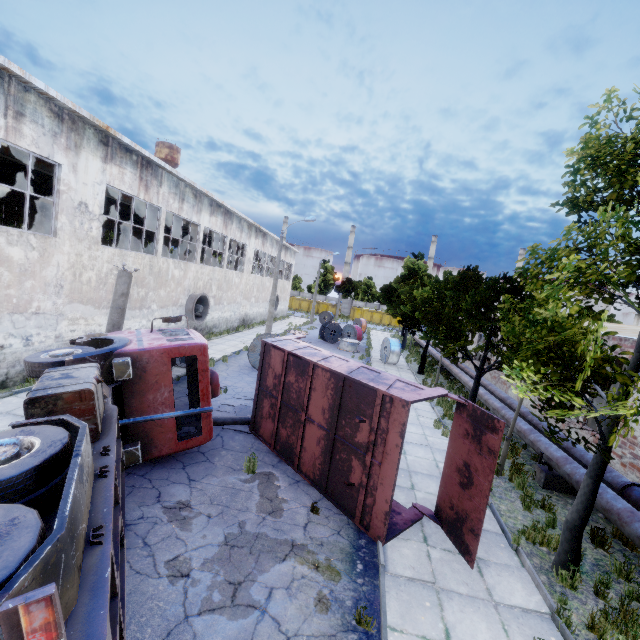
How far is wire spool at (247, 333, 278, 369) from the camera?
17.4 meters

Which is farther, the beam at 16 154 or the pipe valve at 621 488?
the beam at 16 154

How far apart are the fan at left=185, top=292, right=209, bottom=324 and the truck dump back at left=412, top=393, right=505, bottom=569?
17.3 meters

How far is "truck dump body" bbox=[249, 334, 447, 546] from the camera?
6.6m

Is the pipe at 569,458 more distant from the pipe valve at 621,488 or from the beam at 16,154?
the beam at 16,154

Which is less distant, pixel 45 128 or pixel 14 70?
pixel 14 70

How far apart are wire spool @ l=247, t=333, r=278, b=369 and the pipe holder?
11.8m

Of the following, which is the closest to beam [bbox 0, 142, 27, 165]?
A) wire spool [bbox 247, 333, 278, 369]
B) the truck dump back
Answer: wire spool [bbox 247, 333, 278, 369]
